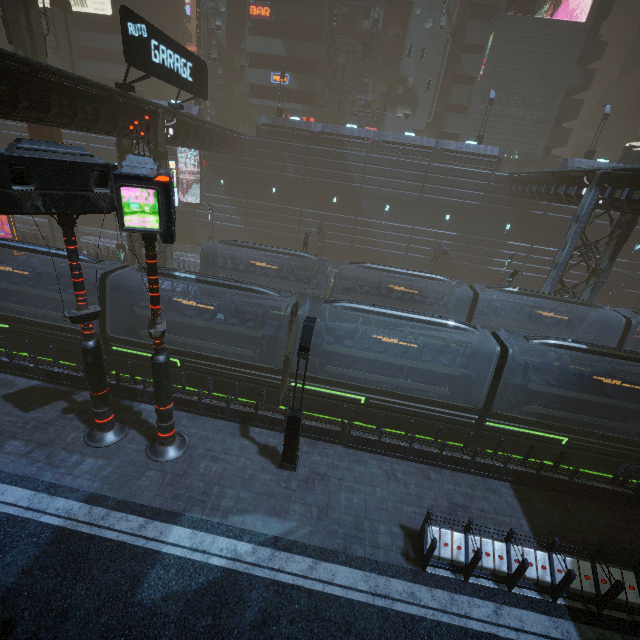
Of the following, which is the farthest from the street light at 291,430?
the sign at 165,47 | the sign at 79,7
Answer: the sign at 79,7

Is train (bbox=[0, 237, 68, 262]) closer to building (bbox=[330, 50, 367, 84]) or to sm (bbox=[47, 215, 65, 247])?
building (bbox=[330, 50, 367, 84])

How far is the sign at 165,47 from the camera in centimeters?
1386cm

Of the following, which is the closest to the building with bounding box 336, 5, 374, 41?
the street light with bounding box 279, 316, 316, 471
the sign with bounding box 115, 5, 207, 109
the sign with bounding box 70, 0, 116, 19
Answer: the sign with bounding box 70, 0, 116, 19

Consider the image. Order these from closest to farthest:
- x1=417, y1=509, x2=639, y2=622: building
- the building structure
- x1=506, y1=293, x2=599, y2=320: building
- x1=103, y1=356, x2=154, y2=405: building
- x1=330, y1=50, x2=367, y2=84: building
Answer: x1=417, y1=509, x2=639, y2=622: building, x1=103, y1=356, x2=154, y2=405: building, x1=506, y1=293, x2=599, y2=320: building, the building structure, x1=330, y1=50, x2=367, y2=84: building

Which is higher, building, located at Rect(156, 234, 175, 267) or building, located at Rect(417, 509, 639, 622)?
building, located at Rect(156, 234, 175, 267)

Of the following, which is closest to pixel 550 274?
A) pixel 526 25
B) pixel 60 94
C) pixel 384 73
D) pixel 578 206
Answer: pixel 578 206

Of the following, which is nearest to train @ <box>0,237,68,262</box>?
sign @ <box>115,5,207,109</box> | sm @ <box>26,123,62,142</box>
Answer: sm @ <box>26,123,62,142</box>
